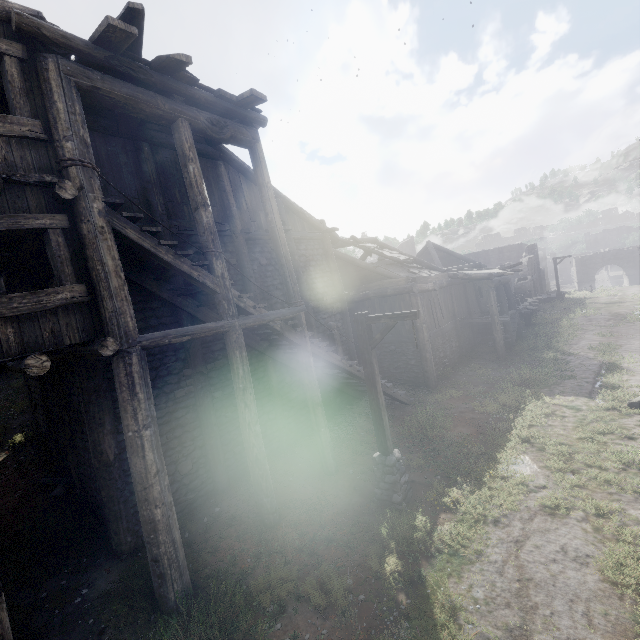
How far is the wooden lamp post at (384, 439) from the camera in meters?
7.3

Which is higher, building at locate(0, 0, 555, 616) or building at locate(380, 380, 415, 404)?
building at locate(0, 0, 555, 616)

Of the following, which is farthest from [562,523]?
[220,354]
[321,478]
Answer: [220,354]

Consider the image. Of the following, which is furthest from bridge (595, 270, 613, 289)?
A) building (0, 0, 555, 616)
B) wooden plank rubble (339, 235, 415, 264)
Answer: wooden plank rubble (339, 235, 415, 264)

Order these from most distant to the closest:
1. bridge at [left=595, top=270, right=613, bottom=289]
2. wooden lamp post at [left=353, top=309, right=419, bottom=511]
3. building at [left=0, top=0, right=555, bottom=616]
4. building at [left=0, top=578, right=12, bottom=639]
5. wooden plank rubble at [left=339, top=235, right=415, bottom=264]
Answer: bridge at [left=595, top=270, right=613, bottom=289] < wooden plank rubble at [left=339, top=235, right=415, bottom=264] < wooden lamp post at [left=353, top=309, right=419, bottom=511] < building at [left=0, top=0, right=555, bottom=616] < building at [left=0, top=578, right=12, bottom=639]

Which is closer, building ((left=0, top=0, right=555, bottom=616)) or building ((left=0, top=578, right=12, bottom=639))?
building ((left=0, top=578, right=12, bottom=639))

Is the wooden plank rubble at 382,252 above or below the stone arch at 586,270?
above

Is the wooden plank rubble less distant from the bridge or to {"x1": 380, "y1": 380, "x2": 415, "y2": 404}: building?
{"x1": 380, "y1": 380, "x2": 415, "y2": 404}: building
